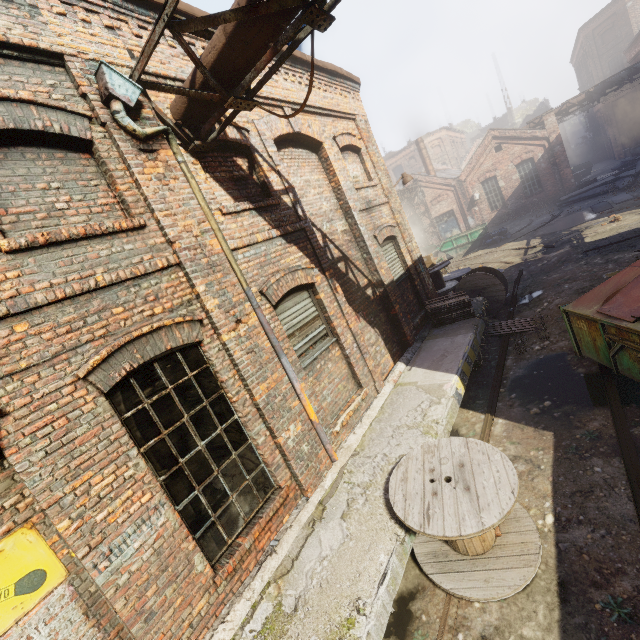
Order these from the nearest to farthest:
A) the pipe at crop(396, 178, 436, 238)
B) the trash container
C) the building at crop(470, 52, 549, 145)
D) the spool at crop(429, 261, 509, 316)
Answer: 1. the trash container
2. the spool at crop(429, 261, 509, 316)
3. the pipe at crop(396, 178, 436, 238)
4. the building at crop(470, 52, 549, 145)

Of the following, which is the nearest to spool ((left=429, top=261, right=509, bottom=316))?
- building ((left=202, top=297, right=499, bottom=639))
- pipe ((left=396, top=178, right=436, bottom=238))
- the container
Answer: building ((left=202, top=297, right=499, bottom=639))

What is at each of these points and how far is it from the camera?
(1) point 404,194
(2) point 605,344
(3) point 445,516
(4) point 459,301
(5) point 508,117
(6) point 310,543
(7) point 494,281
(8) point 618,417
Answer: (1) pipe, 27.7m
(2) trash container, 5.2m
(3) spool, 3.6m
(4) pallet, 9.2m
(5) building, 49.3m
(6) building, 4.2m
(7) spool, 10.4m
(8) track, 4.9m

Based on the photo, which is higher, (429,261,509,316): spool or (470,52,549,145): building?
(470,52,549,145): building

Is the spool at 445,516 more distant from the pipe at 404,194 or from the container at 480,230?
the container at 480,230

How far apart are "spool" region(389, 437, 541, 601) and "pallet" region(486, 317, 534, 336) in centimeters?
550cm

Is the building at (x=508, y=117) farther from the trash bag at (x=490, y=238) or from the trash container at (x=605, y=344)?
the trash container at (x=605, y=344)

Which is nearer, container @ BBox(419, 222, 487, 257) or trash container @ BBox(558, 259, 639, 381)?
trash container @ BBox(558, 259, 639, 381)
